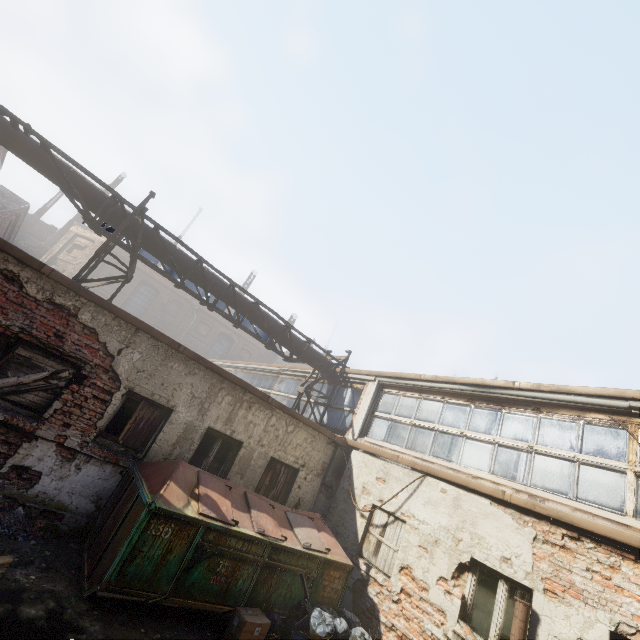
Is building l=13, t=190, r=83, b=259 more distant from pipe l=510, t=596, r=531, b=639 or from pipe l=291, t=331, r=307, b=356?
pipe l=510, t=596, r=531, b=639

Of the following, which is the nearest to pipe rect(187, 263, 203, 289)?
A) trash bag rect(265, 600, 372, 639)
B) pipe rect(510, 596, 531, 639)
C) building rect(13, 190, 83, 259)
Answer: trash bag rect(265, 600, 372, 639)

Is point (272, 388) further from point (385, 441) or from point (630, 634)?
point (630, 634)

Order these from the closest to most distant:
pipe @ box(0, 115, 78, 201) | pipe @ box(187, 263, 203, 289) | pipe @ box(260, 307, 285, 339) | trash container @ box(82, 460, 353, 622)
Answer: trash container @ box(82, 460, 353, 622)
pipe @ box(0, 115, 78, 201)
pipe @ box(187, 263, 203, 289)
pipe @ box(260, 307, 285, 339)

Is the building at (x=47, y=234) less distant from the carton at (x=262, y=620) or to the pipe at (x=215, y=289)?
the pipe at (x=215, y=289)

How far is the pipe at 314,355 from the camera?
11.7m

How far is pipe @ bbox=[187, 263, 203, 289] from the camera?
9.5 meters
